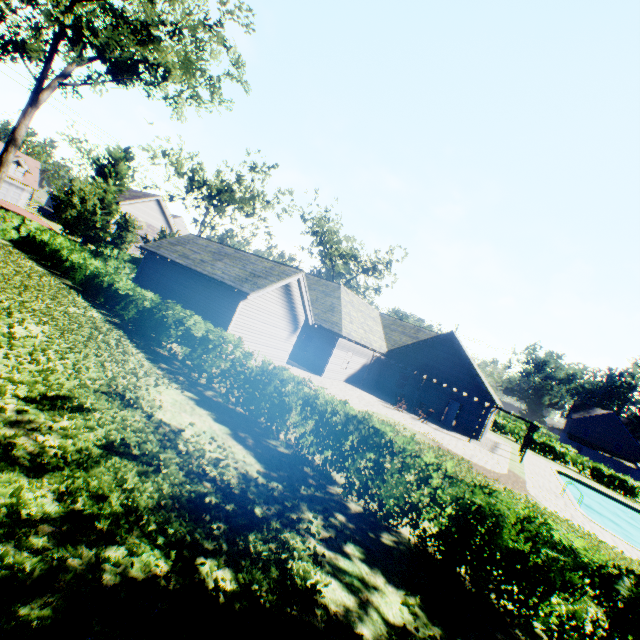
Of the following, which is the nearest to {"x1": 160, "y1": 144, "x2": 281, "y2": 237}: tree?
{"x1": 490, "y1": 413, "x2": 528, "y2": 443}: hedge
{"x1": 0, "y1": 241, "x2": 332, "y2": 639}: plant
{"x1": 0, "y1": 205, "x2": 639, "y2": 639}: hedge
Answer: {"x1": 490, "y1": 413, "x2": 528, "y2": 443}: hedge

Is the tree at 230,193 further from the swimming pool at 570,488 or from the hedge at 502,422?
the swimming pool at 570,488

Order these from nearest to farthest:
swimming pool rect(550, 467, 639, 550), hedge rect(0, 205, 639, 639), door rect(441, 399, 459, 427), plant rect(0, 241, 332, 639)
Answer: plant rect(0, 241, 332, 639)
hedge rect(0, 205, 639, 639)
swimming pool rect(550, 467, 639, 550)
door rect(441, 399, 459, 427)

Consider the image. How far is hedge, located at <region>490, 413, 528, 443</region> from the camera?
40.0 meters

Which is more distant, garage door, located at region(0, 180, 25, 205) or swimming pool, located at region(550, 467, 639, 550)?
garage door, located at region(0, 180, 25, 205)

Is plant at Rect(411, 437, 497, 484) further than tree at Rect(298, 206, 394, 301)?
No

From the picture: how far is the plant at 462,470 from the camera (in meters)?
13.73

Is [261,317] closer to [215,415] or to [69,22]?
[215,415]
